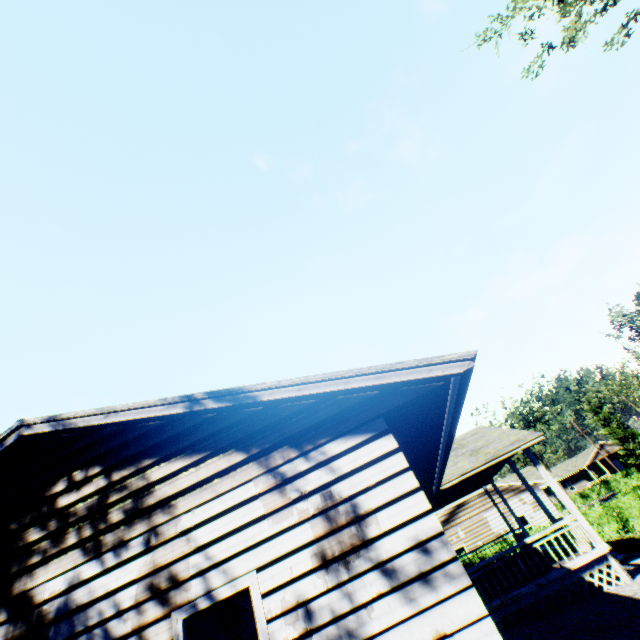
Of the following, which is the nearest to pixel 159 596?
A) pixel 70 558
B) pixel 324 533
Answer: pixel 70 558

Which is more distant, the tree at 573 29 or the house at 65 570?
the tree at 573 29

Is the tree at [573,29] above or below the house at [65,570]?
above

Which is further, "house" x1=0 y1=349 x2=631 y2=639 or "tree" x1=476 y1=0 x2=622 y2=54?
"tree" x1=476 y1=0 x2=622 y2=54

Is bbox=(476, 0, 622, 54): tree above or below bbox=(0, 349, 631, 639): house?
above
